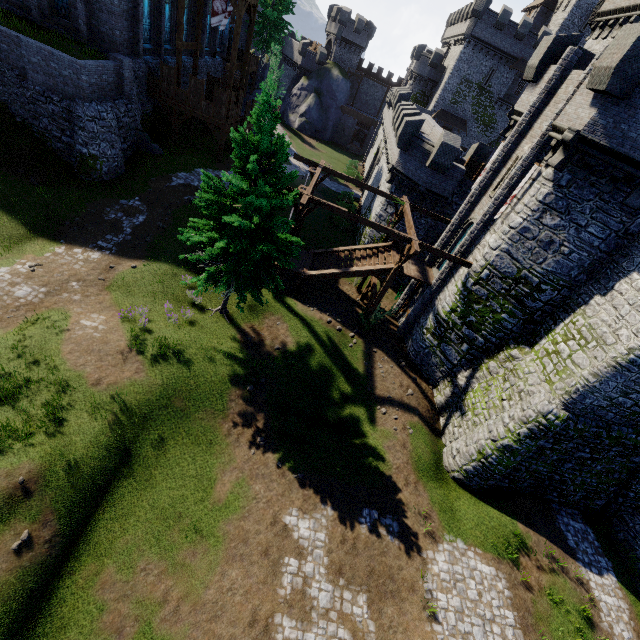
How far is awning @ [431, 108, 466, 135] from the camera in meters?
48.5 m

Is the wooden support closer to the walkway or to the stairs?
→ the stairs

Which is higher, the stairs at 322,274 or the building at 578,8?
the building at 578,8

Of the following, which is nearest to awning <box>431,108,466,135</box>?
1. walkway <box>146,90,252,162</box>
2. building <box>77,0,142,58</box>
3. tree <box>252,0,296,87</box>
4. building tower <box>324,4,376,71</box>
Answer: building tower <box>324,4,376,71</box>

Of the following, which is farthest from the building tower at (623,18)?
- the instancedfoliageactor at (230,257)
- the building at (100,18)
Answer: the building at (100,18)

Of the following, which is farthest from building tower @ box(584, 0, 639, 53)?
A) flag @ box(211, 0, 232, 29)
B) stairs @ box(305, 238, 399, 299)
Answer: flag @ box(211, 0, 232, 29)

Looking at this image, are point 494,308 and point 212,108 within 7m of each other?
no

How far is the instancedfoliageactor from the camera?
11.6m
